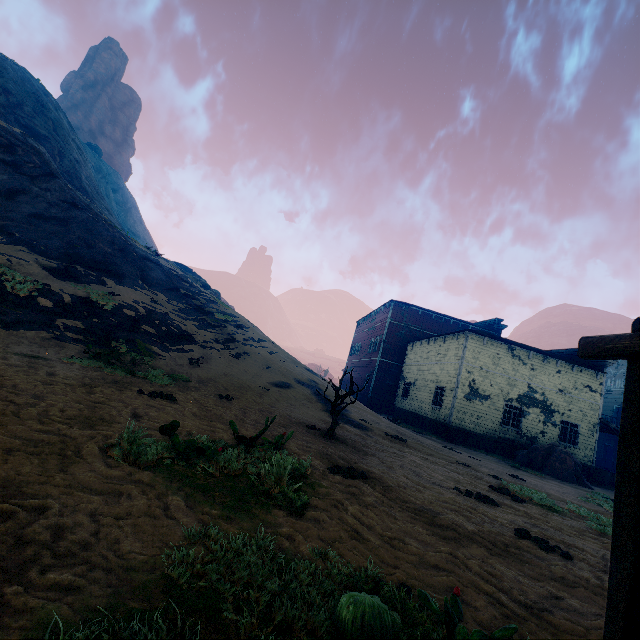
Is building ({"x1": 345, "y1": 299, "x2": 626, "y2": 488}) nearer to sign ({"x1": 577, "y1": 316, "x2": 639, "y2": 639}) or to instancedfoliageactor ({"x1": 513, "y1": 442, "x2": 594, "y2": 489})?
instancedfoliageactor ({"x1": 513, "y1": 442, "x2": 594, "y2": 489})

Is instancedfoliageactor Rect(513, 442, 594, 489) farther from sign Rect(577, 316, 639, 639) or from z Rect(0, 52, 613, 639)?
sign Rect(577, 316, 639, 639)

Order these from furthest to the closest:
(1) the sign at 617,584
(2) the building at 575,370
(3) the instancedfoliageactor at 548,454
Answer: (2) the building at 575,370
(3) the instancedfoliageactor at 548,454
(1) the sign at 617,584

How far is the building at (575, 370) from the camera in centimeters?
2030cm

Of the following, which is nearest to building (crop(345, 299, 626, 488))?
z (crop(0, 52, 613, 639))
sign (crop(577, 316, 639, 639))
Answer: z (crop(0, 52, 613, 639))

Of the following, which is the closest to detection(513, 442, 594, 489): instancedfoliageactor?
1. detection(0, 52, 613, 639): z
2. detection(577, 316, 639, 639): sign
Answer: detection(0, 52, 613, 639): z

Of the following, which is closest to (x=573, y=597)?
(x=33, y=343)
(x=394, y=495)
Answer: (x=394, y=495)
